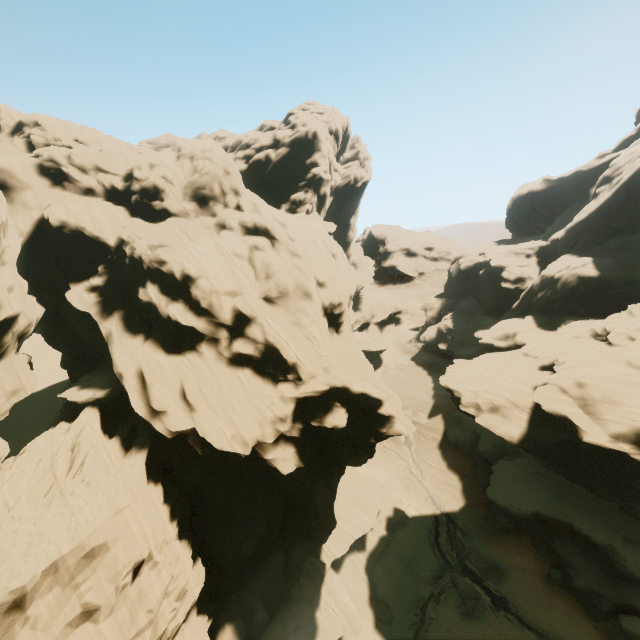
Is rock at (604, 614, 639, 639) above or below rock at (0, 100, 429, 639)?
below

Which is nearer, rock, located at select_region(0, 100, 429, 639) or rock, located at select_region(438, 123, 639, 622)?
rock, located at select_region(0, 100, 429, 639)

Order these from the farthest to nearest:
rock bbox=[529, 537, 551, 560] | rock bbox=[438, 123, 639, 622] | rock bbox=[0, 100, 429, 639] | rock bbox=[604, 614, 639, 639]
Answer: rock bbox=[529, 537, 551, 560], rock bbox=[438, 123, 639, 622], rock bbox=[604, 614, 639, 639], rock bbox=[0, 100, 429, 639]

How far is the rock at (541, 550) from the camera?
31.09m

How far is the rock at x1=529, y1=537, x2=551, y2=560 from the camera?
31.1 meters

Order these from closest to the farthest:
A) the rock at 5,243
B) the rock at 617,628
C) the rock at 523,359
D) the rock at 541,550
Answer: the rock at 5,243
the rock at 617,628
the rock at 523,359
the rock at 541,550

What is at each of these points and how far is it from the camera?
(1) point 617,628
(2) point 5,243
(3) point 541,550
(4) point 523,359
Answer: (1) rock, 24.86m
(2) rock, 20.28m
(3) rock, 31.81m
(4) rock, 37.28m
